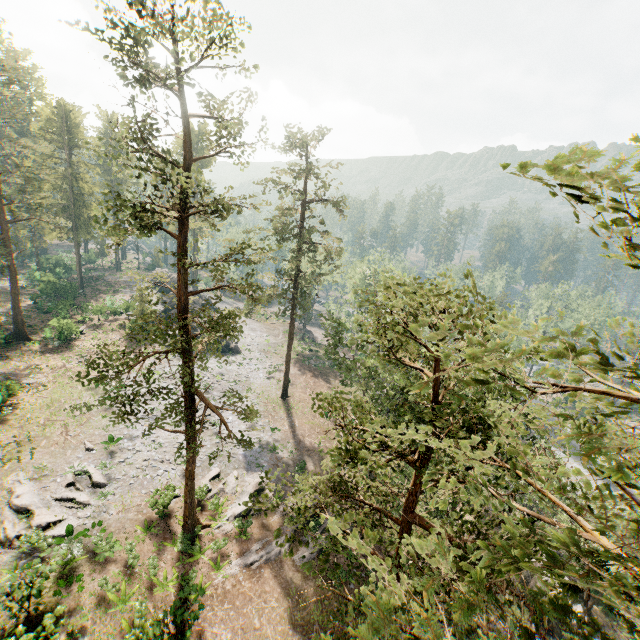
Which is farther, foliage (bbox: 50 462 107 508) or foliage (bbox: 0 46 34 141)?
foliage (bbox: 0 46 34 141)

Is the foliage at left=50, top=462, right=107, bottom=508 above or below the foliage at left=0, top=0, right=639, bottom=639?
below

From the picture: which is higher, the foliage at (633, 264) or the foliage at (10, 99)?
the foliage at (10, 99)

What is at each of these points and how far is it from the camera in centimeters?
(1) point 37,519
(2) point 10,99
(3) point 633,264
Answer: (1) foliage, 1900cm
(2) foliage, 5788cm
(3) foliage, 292cm

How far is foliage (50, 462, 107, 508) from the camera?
21.0m

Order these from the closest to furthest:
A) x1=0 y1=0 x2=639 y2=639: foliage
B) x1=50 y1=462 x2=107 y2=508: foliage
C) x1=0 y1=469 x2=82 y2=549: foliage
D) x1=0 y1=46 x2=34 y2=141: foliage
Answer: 1. x1=0 y1=0 x2=639 y2=639: foliage
2. x1=0 y1=469 x2=82 y2=549: foliage
3. x1=50 y1=462 x2=107 y2=508: foliage
4. x1=0 y1=46 x2=34 y2=141: foliage

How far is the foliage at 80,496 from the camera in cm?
2103
